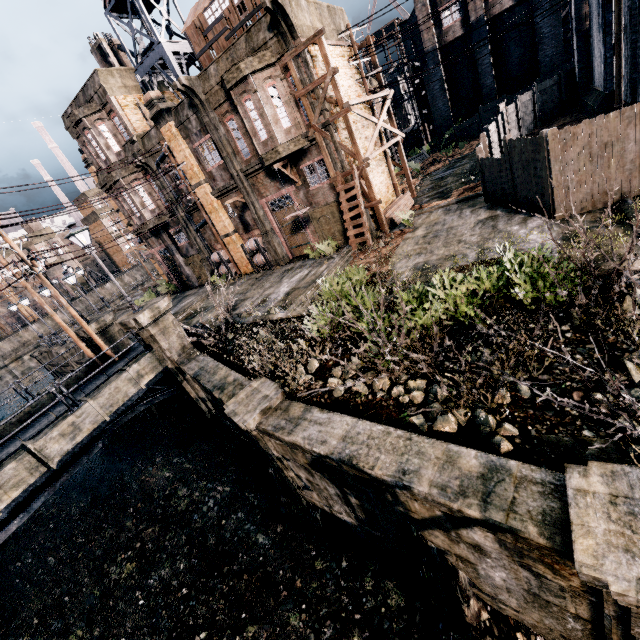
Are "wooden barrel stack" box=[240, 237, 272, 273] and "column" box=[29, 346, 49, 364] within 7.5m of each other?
no

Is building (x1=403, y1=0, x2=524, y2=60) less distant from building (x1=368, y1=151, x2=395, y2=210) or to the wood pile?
building (x1=368, y1=151, x2=395, y2=210)

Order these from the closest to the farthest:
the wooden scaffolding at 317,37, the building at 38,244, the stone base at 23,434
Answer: the stone base at 23,434 → the wooden scaffolding at 317,37 → the building at 38,244

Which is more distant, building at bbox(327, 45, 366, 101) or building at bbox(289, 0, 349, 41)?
building at bbox(327, 45, 366, 101)

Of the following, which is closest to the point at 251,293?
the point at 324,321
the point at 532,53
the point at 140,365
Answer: the point at 140,365

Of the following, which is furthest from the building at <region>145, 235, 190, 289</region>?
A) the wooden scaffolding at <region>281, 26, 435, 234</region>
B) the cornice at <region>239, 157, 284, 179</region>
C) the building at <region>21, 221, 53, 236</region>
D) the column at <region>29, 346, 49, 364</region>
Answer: the building at <region>21, 221, 53, 236</region>

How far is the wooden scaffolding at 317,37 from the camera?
15.6m

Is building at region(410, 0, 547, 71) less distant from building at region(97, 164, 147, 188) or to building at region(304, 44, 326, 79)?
building at region(97, 164, 147, 188)
